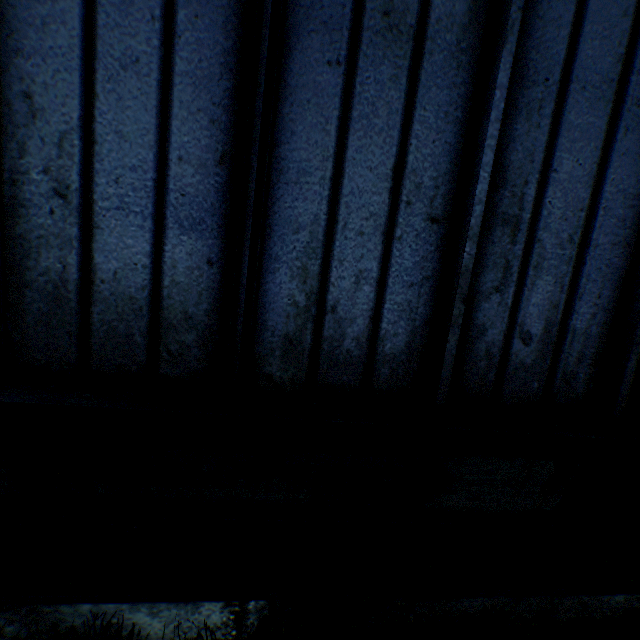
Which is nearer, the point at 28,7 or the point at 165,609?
the point at 28,7
